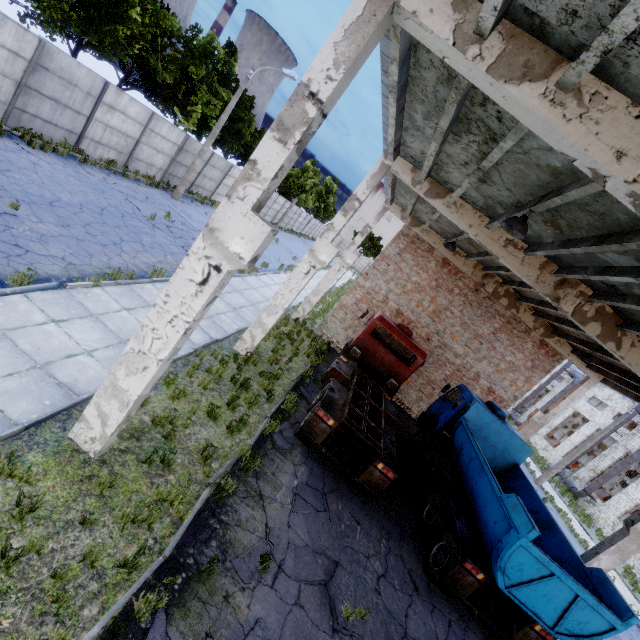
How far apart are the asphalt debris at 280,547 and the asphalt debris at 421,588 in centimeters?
386cm

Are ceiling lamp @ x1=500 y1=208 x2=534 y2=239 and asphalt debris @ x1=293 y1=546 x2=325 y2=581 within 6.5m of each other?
no

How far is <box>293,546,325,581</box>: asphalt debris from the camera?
6.2m

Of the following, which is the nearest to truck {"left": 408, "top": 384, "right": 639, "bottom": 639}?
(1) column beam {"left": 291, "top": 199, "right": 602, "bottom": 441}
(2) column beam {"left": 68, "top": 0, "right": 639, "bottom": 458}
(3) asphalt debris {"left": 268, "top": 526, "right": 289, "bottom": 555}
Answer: (1) column beam {"left": 291, "top": 199, "right": 602, "bottom": 441}

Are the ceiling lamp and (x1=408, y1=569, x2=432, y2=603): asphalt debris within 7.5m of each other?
no

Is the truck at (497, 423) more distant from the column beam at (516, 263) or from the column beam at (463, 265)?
the column beam at (463, 265)

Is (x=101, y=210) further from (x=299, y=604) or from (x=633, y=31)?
(x=633, y=31)

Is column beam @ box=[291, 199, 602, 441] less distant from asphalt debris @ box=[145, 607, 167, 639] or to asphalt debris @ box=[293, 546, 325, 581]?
asphalt debris @ box=[293, 546, 325, 581]
